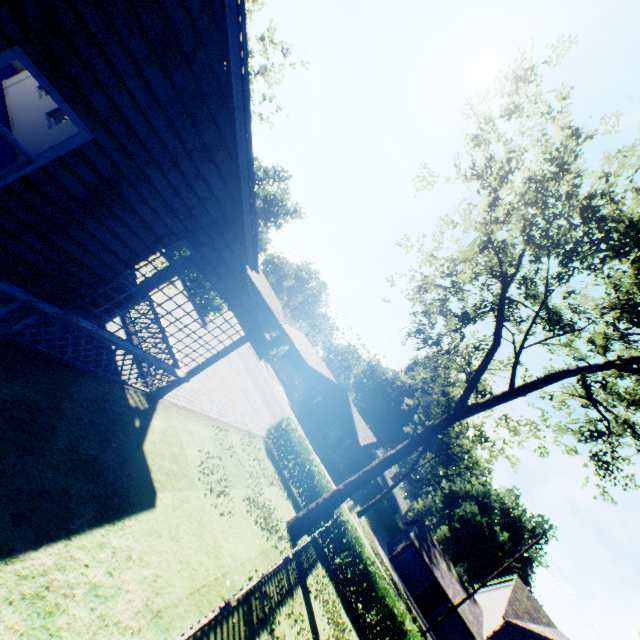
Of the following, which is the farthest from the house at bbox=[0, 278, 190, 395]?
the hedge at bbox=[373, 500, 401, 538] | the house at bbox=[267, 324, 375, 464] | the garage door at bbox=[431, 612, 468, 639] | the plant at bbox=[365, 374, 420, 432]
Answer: the plant at bbox=[365, 374, 420, 432]

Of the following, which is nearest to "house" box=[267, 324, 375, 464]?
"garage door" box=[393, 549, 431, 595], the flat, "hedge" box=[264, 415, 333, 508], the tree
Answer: "garage door" box=[393, 549, 431, 595]

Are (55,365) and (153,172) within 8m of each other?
yes

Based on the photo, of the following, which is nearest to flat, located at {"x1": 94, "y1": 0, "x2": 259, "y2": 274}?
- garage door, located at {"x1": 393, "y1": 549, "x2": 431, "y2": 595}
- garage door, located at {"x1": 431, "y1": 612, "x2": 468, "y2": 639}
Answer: garage door, located at {"x1": 393, "y1": 549, "x2": 431, "y2": 595}

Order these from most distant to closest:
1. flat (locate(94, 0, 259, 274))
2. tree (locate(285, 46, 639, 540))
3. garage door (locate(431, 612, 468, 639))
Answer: garage door (locate(431, 612, 468, 639)) < tree (locate(285, 46, 639, 540)) < flat (locate(94, 0, 259, 274))

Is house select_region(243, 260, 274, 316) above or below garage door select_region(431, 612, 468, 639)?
above

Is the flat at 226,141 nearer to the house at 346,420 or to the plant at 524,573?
the house at 346,420

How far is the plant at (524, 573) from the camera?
56.8 meters
